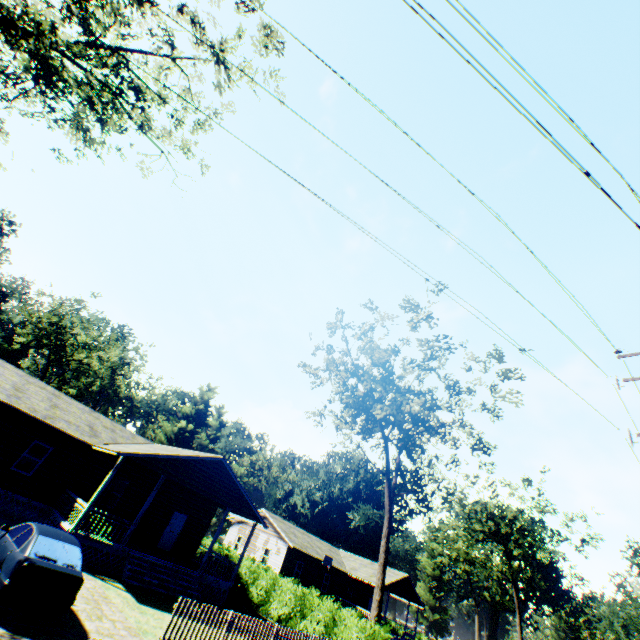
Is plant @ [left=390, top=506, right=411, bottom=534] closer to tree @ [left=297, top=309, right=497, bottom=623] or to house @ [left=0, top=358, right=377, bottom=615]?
tree @ [left=297, top=309, right=497, bottom=623]

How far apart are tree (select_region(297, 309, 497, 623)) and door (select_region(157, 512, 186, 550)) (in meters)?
13.61

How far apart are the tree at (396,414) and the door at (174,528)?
13.6m

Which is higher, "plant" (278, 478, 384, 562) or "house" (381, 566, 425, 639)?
"plant" (278, 478, 384, 562)

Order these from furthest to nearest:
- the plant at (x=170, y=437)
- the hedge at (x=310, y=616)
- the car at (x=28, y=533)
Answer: the plant at (x=170, y=437) < the hedge at (x=310, y=616) < the car at (x=28, y=533)

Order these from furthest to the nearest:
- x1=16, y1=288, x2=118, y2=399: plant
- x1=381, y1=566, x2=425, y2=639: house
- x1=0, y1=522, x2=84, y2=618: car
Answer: x1=16, y1=288, x2=118, y2=399: plant → x1=381, y1=566, x2=425, y2=639: house → x1=0, y1=522, x2=84, y2=618: car

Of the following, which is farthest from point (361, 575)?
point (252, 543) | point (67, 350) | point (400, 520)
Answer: point (67, 350)

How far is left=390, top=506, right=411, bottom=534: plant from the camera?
54.8m
